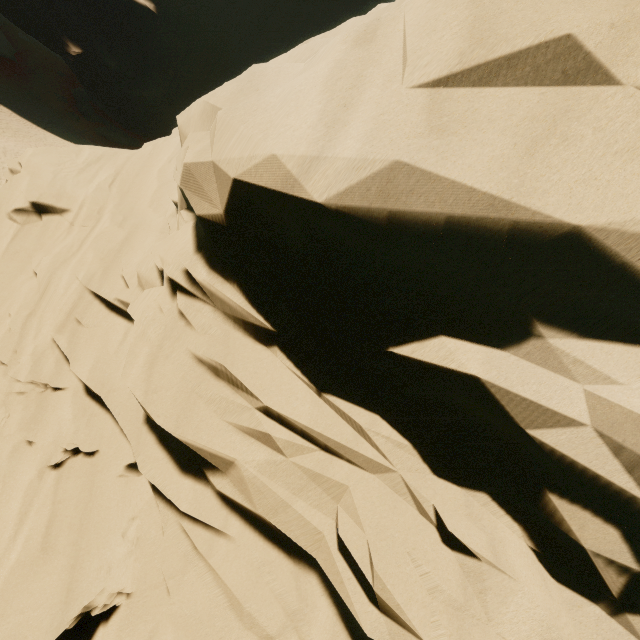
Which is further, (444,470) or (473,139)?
(444,470)

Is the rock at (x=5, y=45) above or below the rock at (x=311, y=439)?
below

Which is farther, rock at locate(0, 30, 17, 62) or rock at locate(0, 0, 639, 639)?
rock at locate(0, 30, 17, 62)

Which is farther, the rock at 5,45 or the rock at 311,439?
the rock at 5,45

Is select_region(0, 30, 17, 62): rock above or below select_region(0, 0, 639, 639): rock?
below
